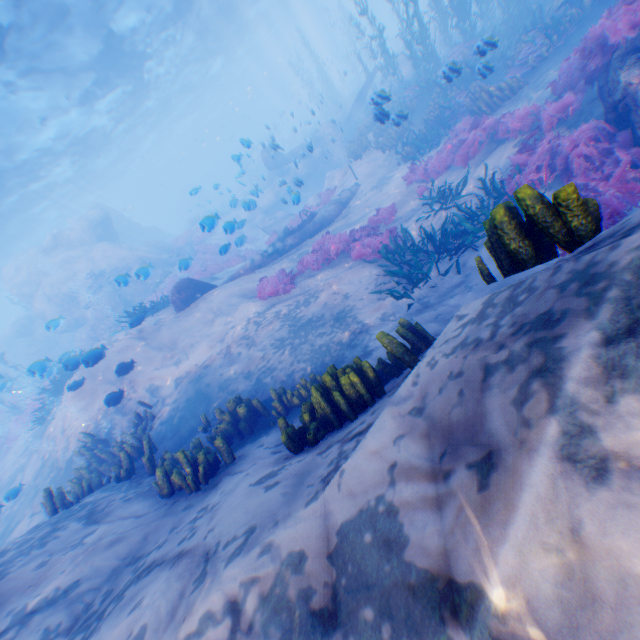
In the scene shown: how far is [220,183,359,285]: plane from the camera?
13.79m

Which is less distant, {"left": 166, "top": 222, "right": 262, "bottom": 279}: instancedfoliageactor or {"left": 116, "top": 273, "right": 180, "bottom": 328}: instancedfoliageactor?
{"left": 116, "top": 273, "right": 180, "bottom": 328}: instancedfoliageactor

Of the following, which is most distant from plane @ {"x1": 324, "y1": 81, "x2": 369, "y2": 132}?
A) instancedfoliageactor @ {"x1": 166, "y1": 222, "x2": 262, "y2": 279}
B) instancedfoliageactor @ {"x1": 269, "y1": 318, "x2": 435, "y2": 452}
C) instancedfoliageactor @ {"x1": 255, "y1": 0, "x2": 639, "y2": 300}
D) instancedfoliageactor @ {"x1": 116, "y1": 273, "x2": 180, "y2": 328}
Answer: instancedfoliageactor @ {"x1": 269, "y1": 318, "x2": 435, "y2": 452}

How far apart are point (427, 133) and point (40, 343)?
33.4m

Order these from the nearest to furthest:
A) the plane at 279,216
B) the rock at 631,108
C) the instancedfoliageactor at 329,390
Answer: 1. the instancedfoliageactor at 329,390
2. the rock at 631,108
3. the plane at 279,216

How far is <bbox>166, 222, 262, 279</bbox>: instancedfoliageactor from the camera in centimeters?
1230cm

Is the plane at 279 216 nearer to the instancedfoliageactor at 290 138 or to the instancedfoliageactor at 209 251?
the instancedfoliageactor at 290 138

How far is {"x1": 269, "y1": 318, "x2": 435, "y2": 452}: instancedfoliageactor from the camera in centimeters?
402cm
